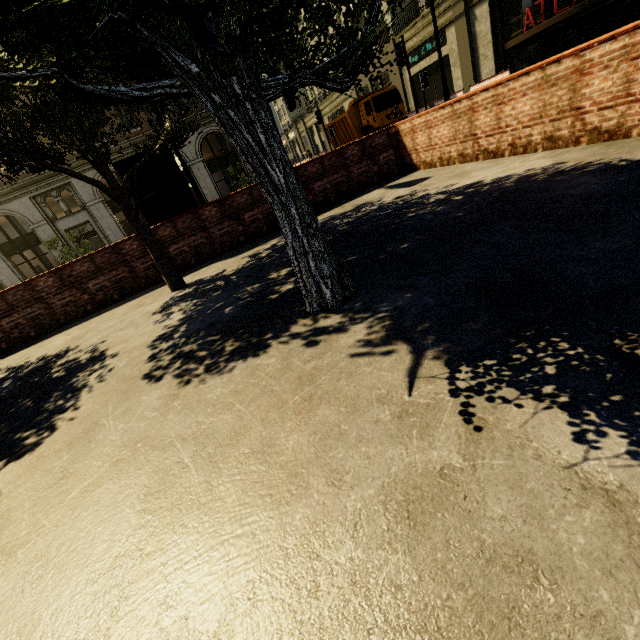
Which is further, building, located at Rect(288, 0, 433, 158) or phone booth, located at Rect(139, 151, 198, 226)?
building, located at Rect(288, 0, 433, 158)

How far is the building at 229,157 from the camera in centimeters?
2436cm

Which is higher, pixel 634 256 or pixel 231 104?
pixel 231 104

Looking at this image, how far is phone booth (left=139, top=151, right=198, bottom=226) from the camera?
7.5 meters

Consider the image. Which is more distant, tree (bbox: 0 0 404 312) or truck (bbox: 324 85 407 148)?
truck (bbox: 324 85 407 148)

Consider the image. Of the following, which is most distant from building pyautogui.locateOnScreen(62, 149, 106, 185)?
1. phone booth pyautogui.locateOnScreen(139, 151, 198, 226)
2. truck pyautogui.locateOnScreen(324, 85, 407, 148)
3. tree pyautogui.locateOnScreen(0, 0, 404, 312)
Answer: phone booth pyautogui.locateOnScreen(139, 151, 198, 226)

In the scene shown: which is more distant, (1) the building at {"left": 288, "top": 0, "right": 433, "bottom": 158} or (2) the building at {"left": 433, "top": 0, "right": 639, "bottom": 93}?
(1) the building at {"left": 288, "top": 0, "right": 433, "bottom": 158}

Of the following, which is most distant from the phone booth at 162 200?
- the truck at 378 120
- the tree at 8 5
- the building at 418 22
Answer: the building at 418 22
